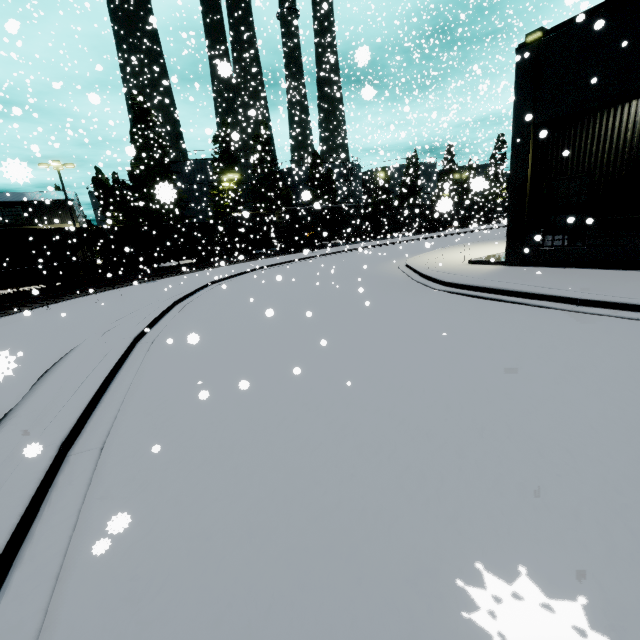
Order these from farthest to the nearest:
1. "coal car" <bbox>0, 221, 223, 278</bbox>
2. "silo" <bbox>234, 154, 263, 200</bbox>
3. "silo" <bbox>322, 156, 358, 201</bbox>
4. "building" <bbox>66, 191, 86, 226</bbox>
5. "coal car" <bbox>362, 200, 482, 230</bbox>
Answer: "silo" <bbox>234, 154, 263, 200</bbox>, "silo" <bbox>322, 156, 358, 201</bbox>, "building" <bbox>66, 191, 86, 226</bbox>, "coal car" <bbox>362, 200, 482, 230</bbox>, "coal car" <bbox>0, 221, 223, 278</bbox>

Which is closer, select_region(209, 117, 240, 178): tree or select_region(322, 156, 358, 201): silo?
select_region(322, 156, 358, 201): silo

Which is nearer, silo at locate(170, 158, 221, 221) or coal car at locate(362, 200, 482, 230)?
coal car at locate(362, 200, 482, 230)

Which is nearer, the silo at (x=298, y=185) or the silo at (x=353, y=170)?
the silo at (x=298, y=185)

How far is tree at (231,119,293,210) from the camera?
41.2 meters

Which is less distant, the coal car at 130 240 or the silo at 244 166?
the coal car at 130 240

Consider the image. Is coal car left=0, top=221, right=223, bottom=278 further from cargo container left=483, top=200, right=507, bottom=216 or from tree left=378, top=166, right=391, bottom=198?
tree left=378, top=166, right=391, bottom=198

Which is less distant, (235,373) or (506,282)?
(235,373)
